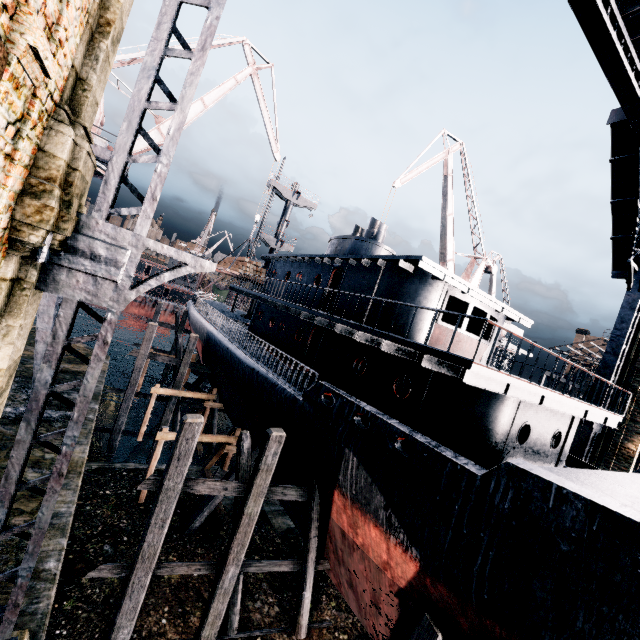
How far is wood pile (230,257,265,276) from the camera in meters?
24.5

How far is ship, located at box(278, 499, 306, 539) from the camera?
13.0 meters

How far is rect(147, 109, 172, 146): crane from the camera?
22.55m

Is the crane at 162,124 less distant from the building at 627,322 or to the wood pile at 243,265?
the wood pile at 243,265

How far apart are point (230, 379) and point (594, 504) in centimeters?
1570cm

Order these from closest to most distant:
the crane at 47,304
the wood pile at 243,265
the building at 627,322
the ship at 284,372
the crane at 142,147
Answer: the ship at 284,372
the building at 627,322
the crane at 47,304
the crane at 142,147
the wood pile at 243,265

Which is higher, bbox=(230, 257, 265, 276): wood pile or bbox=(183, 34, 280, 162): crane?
bbox=(183, 34, 280, 162): crane

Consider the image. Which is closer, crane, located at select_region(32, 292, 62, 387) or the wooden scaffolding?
the wooden scaffolding
